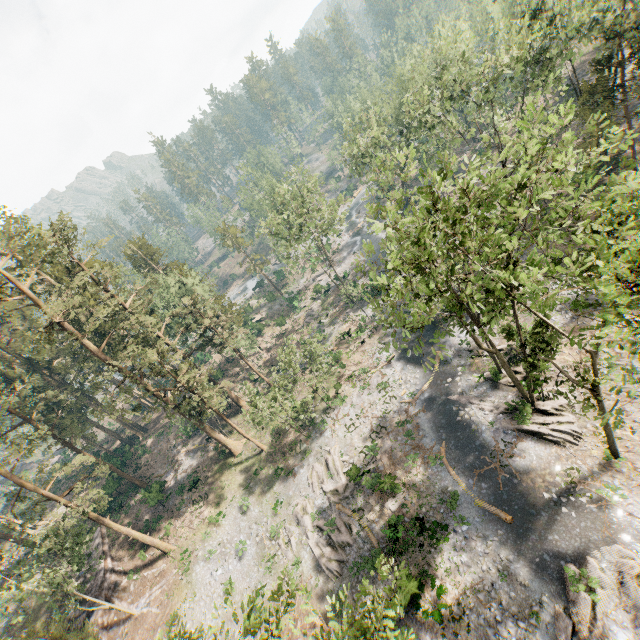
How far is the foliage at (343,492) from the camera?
24.4m

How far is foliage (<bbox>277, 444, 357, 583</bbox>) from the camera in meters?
24.4 m

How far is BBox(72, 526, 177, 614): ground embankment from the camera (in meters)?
29.27

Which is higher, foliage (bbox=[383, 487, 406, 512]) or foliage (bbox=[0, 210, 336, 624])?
foliage (bbox=[0, 210, 336, 624])

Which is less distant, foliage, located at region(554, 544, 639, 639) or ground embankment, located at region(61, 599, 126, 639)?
foliage, located at region(554, 544, 639, 639)

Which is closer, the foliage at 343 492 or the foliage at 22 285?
the foliage at 343 492

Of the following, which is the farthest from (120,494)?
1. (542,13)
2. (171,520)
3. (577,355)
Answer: (542,13)
